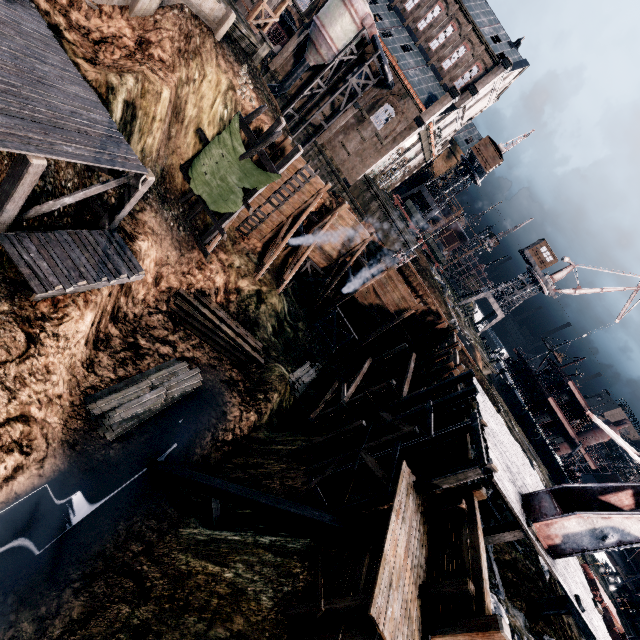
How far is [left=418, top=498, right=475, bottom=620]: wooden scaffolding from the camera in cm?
841

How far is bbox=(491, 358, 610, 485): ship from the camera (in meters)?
40.62

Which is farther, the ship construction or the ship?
the ship construction

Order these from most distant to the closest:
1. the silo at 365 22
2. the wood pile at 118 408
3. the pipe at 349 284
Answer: the silo at 365 22 < the pipe at 349 284 < the wood pile at 118 408

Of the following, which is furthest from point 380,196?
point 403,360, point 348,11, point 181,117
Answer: point 181,117

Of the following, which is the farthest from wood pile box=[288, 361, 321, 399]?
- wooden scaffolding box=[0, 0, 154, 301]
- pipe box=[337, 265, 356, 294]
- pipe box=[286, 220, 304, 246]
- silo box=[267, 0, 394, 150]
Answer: silo box=[267, 0, 394, 150]

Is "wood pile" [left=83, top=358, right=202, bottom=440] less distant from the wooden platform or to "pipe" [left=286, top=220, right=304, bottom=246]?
"pipe" [left=286, top=220, right=304, bottom=246]

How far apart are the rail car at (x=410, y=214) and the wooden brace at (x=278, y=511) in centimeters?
5069cm
